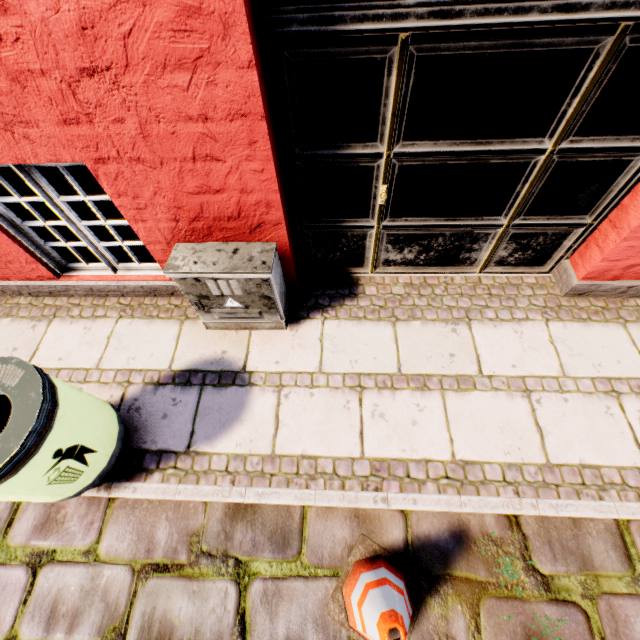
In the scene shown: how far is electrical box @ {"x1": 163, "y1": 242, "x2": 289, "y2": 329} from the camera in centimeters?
228cm

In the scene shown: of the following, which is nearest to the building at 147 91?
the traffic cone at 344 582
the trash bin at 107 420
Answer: the trash bin at 107 420

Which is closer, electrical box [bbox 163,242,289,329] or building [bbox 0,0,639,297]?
building [bbox 0,0,639,297]

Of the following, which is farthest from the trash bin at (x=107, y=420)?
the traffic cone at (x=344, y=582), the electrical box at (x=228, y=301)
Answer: the traffic cone at (x=344, y=582)

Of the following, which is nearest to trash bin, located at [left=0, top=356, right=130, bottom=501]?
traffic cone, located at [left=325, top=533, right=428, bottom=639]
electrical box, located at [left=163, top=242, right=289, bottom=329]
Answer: electrical box, located at [left=163, top=242, right=289, bottom=329]

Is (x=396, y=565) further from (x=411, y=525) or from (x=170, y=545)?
(x=170, y=545)

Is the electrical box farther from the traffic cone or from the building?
the traffic cone

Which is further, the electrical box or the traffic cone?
the electrical box
